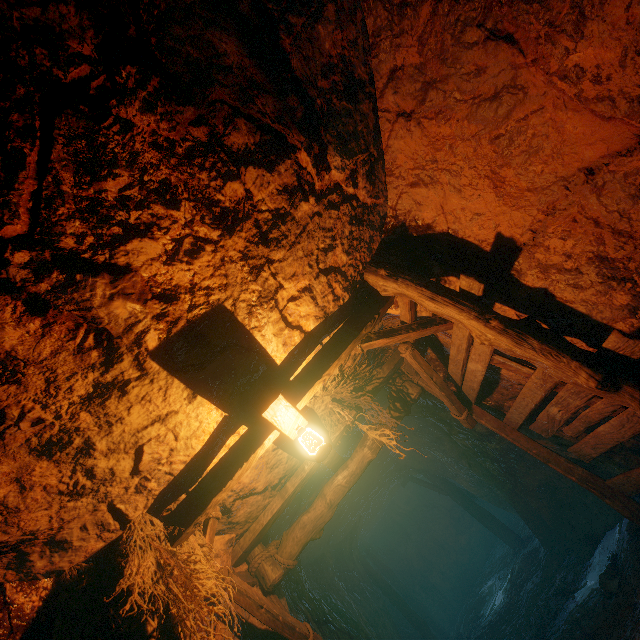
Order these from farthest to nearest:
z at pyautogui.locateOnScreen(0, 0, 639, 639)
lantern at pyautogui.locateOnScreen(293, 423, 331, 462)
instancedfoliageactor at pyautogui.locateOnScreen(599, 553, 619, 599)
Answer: instancedfoliageactor at pyautogui.locateOnScreen(599, 553, 619, 599) < lantern at pyautogui.locateOnScreen(293, 423, 331, 462) < z at pyautogui.locateOnScreen(0, 0, 639, 639)

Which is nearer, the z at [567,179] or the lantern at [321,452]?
the z at [567,179]

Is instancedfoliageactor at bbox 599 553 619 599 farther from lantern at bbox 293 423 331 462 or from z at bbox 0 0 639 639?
lantern at bbox 293 423 331 462

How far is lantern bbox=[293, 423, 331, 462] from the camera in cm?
340

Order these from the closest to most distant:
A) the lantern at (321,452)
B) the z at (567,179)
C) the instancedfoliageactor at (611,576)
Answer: the z at (567,179) < the lantern at (321,452) < the instancedfoliageactor at (611,576)

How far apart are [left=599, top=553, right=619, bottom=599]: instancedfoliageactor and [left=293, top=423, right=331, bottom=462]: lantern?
A: 5.1 meters

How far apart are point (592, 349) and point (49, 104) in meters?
4.4 m

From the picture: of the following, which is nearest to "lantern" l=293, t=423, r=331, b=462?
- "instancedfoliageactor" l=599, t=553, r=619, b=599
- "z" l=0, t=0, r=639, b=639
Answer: "z" l=0, t=0, r=639, b=639
